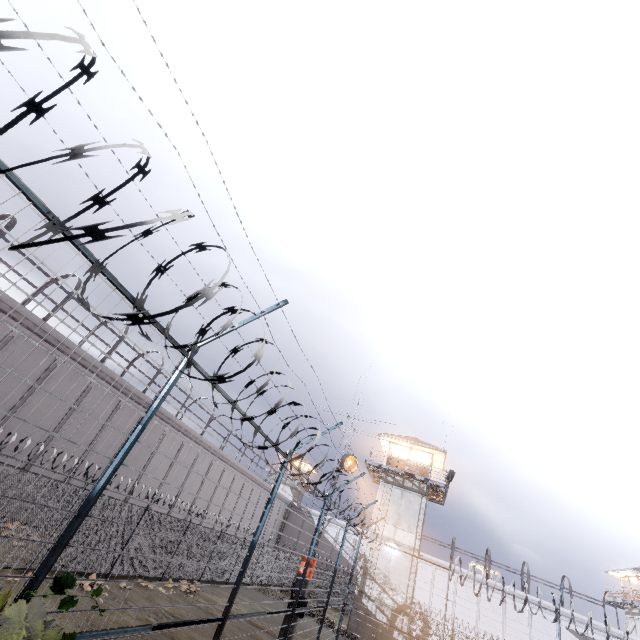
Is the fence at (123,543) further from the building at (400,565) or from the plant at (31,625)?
the building at (400,565)

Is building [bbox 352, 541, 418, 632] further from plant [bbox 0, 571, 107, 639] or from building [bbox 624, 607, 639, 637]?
plant [bbox 0, 571, 107, 639]

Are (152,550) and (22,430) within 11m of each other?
yes

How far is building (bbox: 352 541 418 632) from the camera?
23.2 meters

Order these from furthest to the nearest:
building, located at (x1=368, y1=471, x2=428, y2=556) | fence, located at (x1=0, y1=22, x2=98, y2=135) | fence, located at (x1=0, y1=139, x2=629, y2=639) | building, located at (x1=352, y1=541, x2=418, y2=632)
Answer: building, located at (x1=368, y1=471, x2=428, y2=556) < building, located at (x1=352, y1=541, x2=418, y2=632) < fence, located at (x1=0, y1=139, x2=629, y2=639) < fence, located at (x1=0, y1=22, x2=98, y2=135)

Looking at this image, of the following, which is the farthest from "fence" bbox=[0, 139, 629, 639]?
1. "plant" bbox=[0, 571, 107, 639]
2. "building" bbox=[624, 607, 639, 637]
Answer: "building" bbox=[624, 607, 639, 637]

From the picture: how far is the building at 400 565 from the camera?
23.25m
